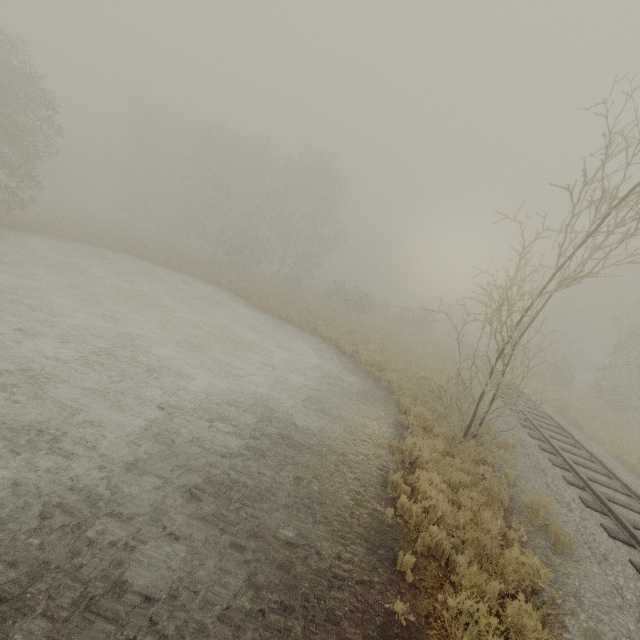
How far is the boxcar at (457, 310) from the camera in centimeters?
5650cm

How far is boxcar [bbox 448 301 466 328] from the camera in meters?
56.5

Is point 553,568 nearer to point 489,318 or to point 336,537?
point 336,537
